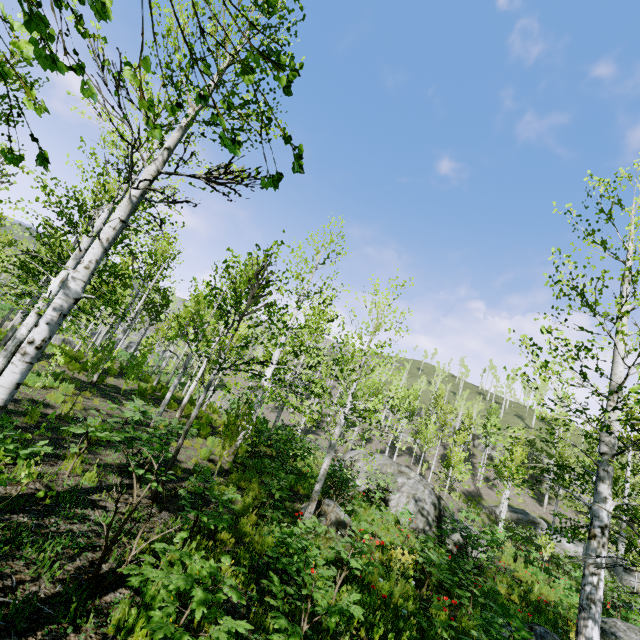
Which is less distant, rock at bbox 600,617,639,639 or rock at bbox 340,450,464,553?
rock at bbox 600,617,639,639

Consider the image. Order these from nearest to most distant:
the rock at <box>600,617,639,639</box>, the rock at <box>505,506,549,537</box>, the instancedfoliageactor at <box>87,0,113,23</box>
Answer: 1. the instancedfoliageactor at <box>87,0,113,23</box>
2. the rock at <box>600,617,639,639</box>
3. the rock at <box>505,506,549,537</box>

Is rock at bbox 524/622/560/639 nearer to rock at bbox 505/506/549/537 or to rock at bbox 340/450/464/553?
rock at bbox 340/450/464/553

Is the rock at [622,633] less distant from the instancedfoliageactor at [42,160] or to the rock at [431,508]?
the rock at [431,508]

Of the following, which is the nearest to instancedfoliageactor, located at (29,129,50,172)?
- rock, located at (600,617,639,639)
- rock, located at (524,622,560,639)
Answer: rock, located at (524,622,560,639)

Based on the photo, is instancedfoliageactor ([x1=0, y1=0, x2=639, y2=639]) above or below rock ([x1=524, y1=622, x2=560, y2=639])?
above

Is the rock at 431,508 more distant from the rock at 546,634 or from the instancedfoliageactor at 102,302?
the rock at 546,634

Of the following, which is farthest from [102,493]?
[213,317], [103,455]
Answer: [213,317]
